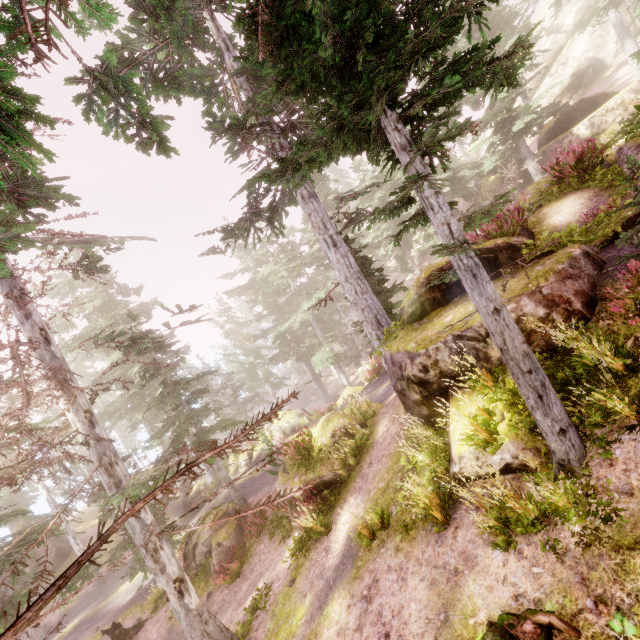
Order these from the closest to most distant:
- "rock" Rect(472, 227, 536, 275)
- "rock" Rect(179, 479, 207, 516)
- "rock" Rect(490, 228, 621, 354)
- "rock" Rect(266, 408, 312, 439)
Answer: "rock" Rect(490, 228, 621, 354) → "rock" Rect(472, 227, 536, 275) → "rock" Rect(266, 408, 312, 439) → "rock" Rect(179, 479, 207, 516)

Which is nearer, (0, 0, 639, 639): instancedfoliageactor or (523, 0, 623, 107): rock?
(0, 0, 639, 639): instancedfoliageactor

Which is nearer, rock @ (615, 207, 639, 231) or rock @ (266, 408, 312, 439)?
rock @ (615, 207, 639, 231)

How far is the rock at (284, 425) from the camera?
25.0 meters

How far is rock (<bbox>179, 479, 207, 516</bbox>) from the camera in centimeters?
2793cm

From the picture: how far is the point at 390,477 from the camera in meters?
8.5

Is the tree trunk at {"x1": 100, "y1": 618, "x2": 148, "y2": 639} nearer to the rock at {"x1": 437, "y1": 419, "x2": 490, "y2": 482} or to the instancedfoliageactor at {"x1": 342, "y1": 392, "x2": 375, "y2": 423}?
the instancedfoliageactor at {"x1": 342, "y1": 392, "x2": 375, "y2": 423}

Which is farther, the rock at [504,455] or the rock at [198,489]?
the rock at [198,489]
